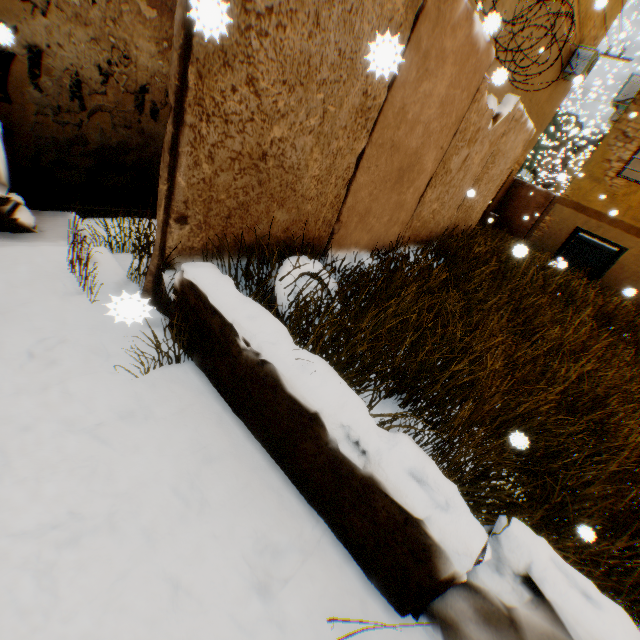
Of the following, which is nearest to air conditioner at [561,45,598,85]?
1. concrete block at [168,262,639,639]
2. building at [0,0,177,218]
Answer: building at [0,0,177,218]

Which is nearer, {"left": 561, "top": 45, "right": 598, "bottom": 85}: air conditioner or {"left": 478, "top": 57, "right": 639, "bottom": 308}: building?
{"left": 478, "top": 57, "right": 639, "bottom": 308}: building

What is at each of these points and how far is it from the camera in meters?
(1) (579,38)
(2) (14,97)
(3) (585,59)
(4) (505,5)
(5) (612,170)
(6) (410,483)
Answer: (1) building, 11.2 m
(2) building, 2.8 m
(3) air conditioner, 11.3 m
(4) building, 7.0 m
(5) building, 10.0 m
(6) concrete block, 1.5 m

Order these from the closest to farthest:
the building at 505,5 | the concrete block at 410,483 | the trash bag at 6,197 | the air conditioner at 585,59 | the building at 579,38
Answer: the concrete block at 410,483 < the trash bag at 6,197 < the building at 505,5 < the building at 579,38 < the air conditioner at 585,59

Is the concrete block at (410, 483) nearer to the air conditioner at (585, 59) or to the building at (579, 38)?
the building at (579, 38)

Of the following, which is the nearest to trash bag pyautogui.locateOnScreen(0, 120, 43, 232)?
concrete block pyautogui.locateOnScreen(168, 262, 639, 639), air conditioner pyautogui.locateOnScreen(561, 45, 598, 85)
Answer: concrete block pyautogui.locateOnScreen(168, 262, 639, 639)

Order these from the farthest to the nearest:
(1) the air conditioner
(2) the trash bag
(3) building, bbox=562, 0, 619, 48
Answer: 1. (1) the air conditioner
2. (3) building, bbox=562, 0, 619, 48
3. (2) the trash bag
